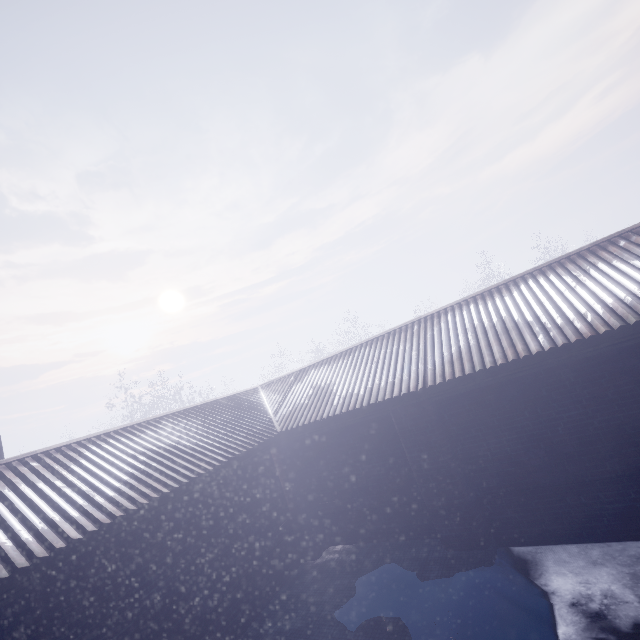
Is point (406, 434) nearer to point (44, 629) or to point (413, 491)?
point (413, 491)
